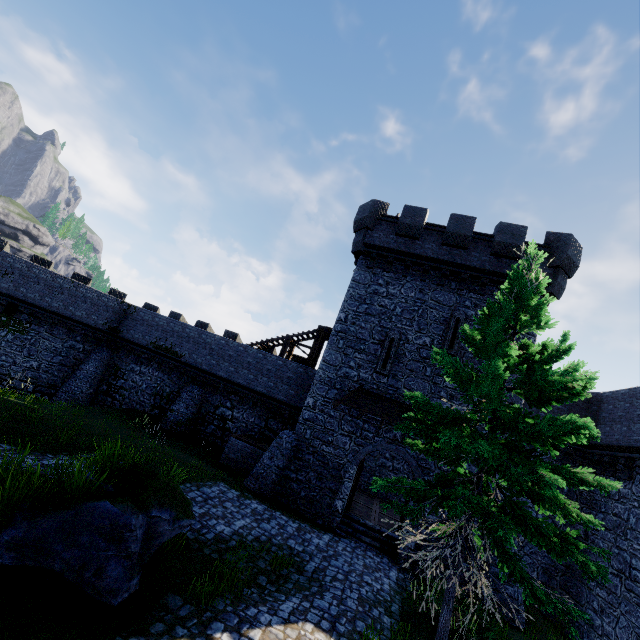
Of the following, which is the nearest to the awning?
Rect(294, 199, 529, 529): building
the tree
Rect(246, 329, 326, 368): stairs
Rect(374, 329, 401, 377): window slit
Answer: Rect(294, 199, 529, 529): building

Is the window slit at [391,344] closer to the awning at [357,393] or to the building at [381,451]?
the building at [381,451]

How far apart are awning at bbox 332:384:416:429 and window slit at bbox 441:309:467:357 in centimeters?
273cm

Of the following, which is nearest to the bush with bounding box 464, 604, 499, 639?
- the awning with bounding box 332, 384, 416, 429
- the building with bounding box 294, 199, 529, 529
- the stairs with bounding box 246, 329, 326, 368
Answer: the building with bounding box 294, 199, 529, 529

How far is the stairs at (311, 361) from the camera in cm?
2195

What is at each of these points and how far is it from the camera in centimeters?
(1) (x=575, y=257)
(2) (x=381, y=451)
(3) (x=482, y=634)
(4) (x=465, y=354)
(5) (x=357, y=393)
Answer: (1) building, 1595cm
(2) building, 2262cm
(3) bush, 891cm
(4) building, 1600cm
(5) awning, 1616cm

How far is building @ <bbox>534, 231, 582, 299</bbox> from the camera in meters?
15.7

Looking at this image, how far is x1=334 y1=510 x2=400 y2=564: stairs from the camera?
14.01m
